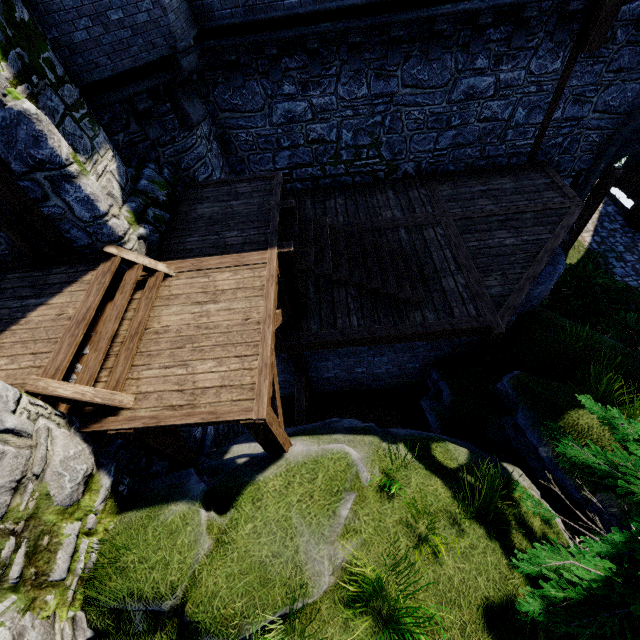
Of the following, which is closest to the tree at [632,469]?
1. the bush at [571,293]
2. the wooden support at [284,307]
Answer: the wooden support at [284,307]

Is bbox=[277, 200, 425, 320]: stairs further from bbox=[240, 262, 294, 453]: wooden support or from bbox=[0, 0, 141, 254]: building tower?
bbox=[0, 0, 141, 254]: building tower

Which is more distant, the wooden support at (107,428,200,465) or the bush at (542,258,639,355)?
the bush at (542,258,639,355)

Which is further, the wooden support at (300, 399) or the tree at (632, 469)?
the wooden support at (300, 399)

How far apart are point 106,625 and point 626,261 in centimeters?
1796cm

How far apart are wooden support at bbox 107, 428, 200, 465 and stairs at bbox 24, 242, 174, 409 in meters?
0.2

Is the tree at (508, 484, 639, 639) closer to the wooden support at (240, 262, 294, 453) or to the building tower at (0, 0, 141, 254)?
the building tower at (0, 0, 141, 254)

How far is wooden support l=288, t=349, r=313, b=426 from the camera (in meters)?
8.00
